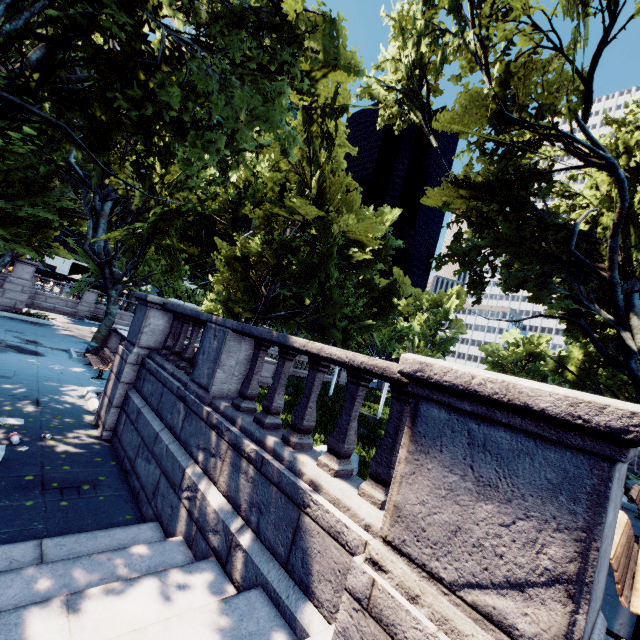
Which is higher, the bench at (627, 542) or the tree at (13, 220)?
the tree at (13, 220)

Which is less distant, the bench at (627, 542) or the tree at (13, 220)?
the bench at (627, 542)

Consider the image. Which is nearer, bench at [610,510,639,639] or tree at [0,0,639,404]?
bench at [610,510,639,639]

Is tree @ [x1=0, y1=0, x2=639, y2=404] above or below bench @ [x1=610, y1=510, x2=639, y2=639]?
above

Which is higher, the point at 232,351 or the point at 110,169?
the point at 110,169
